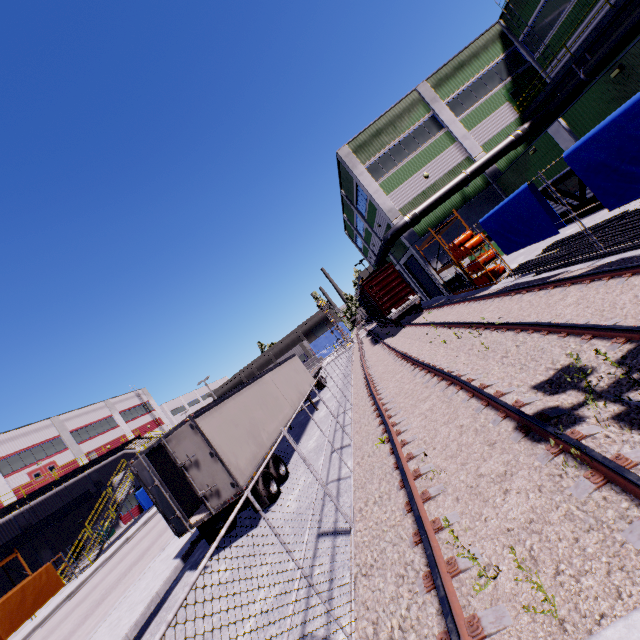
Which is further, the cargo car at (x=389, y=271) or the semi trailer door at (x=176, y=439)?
the cargo car at (x=389, y=271)

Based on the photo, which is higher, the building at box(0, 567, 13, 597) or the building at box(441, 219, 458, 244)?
the building at box(441, 219, 458, 244)

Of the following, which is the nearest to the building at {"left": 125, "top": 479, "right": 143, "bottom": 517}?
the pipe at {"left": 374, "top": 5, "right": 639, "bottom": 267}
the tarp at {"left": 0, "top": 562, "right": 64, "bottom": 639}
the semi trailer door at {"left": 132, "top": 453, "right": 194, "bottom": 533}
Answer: the pipe at {"left": 374, "top": 5, "right": 639, "bottom": 267}

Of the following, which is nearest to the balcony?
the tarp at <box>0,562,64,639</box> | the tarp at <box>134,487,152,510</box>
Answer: the tarp at <box>0,562,64,639</box>

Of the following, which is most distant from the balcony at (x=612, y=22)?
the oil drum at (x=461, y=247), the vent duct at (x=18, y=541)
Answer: the vent duct at (x=18, y=541)

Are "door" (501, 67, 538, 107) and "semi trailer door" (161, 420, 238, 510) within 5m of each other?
no

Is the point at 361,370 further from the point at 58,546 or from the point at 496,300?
the point at 58,546

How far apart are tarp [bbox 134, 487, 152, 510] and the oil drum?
34.6 meters
